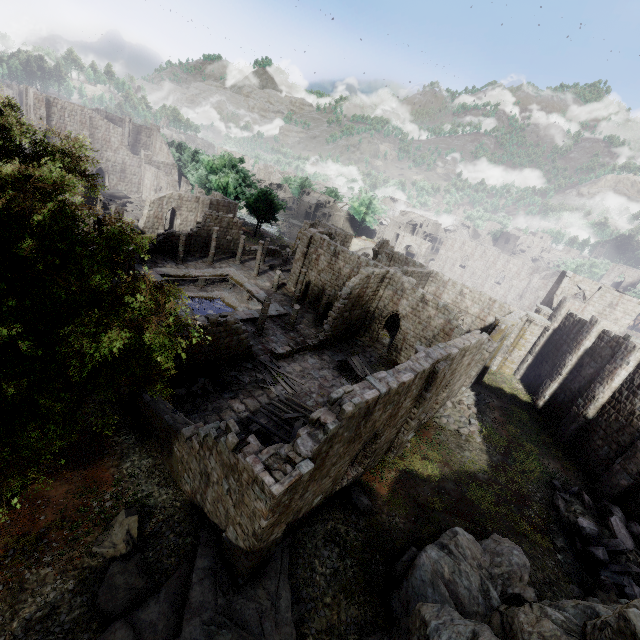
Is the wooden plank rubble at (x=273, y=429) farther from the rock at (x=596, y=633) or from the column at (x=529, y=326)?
the column at (x=529, y=326)

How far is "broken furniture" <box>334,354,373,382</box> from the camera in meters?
23.7 m

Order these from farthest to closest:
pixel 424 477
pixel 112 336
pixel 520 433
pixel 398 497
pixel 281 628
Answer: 1. pixel 520 433
2. pixel 424 477
3. pixel 398 497
4. pixel 281 628
5. pixel 112 336

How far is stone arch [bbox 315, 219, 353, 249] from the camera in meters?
53.8 m

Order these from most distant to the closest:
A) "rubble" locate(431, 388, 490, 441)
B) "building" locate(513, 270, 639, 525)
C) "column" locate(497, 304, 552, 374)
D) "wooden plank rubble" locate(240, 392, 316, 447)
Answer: "column" locate(497, 304, 552, 374)
"rubble" locate(431, 388, 490, 441)
"building" locate(513, 270, 639, 525)
"wooden plank rubble" locate(240, 392, 316, 447)

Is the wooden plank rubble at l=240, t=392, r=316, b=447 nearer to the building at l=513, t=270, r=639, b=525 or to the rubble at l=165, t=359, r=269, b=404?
the building at l=513, t=270, r=639, b=525

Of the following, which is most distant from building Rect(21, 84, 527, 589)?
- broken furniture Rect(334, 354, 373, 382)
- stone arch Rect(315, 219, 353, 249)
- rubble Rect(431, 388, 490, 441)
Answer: stone arch Rect(315, 219, 353, 249)

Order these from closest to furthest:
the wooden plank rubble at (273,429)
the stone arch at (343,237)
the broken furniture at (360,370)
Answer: the wooden plank rubble at (273,429), the broken furniture at (360,370), the stone arch at (343,237)
